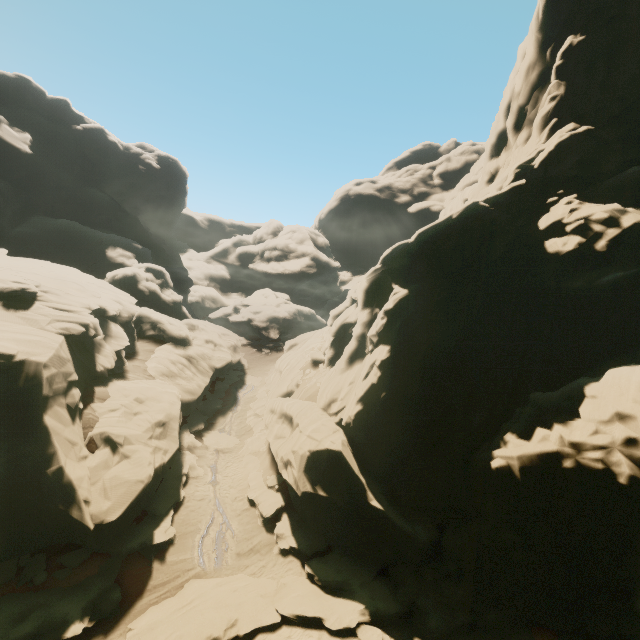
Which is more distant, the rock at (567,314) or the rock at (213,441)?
the rock at (213,441)

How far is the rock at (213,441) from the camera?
24.92m

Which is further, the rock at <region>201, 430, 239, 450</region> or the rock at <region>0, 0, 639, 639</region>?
the rock at <region>201, 430, 239, 450</region>

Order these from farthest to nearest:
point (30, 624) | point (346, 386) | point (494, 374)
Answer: point (346, 386), point (494, 374), point (30, 624)

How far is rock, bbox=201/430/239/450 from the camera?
24.9 meters
